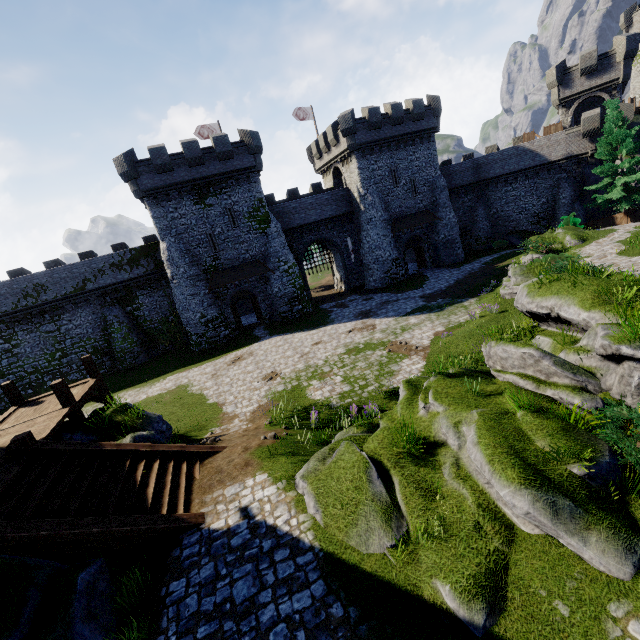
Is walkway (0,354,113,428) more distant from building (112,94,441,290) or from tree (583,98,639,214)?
tree (583,98,639,214)

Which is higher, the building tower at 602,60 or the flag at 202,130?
the flag at 202,130

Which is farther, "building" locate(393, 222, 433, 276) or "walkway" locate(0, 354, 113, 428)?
"building" locate(393, 222, 433, 276)

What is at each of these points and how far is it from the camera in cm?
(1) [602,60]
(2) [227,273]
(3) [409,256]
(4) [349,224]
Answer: (1) building tower, 3133
(2) awning, 2944
(3) building, 4288
(4) building, 3644

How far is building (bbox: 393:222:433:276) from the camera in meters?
35.4 m

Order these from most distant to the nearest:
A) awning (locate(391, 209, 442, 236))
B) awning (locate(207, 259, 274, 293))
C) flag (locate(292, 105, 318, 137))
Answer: flag (locate(292, 105, 318, 137))
awning (locate(391, 209, 442, 236))
awning (locate(207, 259, 274, 293))

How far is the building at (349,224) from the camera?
26.6m

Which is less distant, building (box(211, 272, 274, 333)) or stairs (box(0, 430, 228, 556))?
stairs (box(0, 430, 228, 556))
